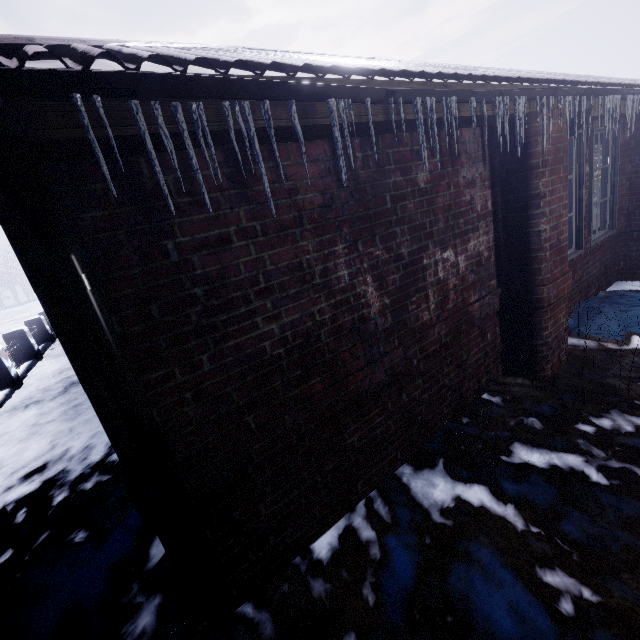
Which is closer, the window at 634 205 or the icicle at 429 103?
the icicle at 429 103

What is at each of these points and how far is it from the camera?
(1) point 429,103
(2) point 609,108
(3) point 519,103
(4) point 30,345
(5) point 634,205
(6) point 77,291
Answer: (1) icicle, 1.5 meters
(2) icicle, 2.8 meters
(3) icicle, 2.0 meters
(4) fence, 8.2 meters
(5) window, 4.2 meters
(6) pipe, 1.1 meters

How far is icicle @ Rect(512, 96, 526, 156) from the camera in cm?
197

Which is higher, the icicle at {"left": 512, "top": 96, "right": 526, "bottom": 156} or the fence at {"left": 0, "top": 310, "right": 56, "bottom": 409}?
the icicle at {"left": 512, "top": 96, "right": 526, "bottom": 156}

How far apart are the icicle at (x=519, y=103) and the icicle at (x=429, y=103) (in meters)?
0.80

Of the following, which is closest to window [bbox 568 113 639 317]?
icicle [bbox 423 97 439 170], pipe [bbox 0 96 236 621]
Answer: icicle [bbox 423 97 439 170]

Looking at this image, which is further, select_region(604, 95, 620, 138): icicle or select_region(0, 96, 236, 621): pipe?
select_region(604, 95, 620, 138): icicle

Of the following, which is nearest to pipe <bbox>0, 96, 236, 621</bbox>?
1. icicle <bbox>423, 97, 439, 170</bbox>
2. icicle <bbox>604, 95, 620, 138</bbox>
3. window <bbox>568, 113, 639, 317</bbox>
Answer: icicle <bbox>423, 97, 439, 170</bbox>
